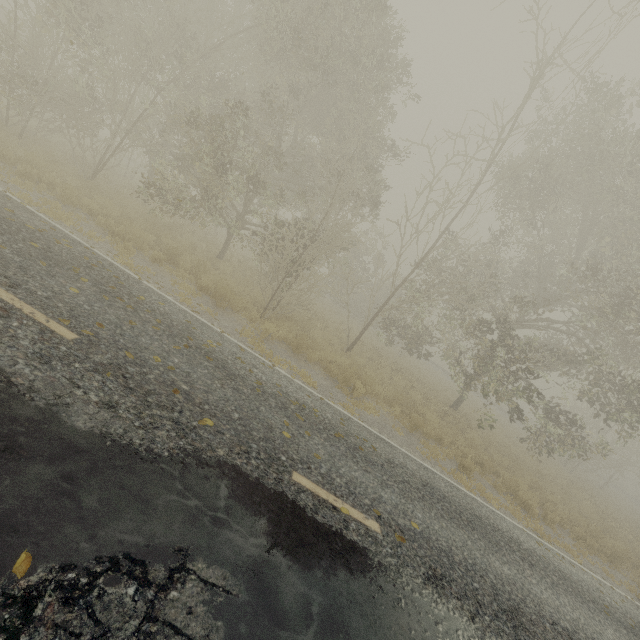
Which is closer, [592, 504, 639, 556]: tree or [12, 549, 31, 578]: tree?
[12, 549, 31, 578]: tree

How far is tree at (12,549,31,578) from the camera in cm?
206

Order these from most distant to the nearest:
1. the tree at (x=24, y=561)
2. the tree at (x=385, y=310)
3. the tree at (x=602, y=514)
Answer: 1. the tree at (x=602, y=514)
2. the tree at (x=385, y=310)
3. the tree at (x=24, y=561)

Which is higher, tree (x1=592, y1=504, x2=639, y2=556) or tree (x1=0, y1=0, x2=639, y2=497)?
tree (x1=0, y1=0, x2=639, y2=497)

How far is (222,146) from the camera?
12.6 meters

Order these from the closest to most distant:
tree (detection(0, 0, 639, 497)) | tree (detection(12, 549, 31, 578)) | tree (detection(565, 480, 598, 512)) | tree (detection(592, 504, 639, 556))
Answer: tree (detection(12, 549, 31, 578)), tree (detection(0, 0, 639, 497)), tree (detection(592, 504, 639, 556)), tree (detection(565, 480, 598, 512))

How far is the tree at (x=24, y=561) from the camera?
2.06m
